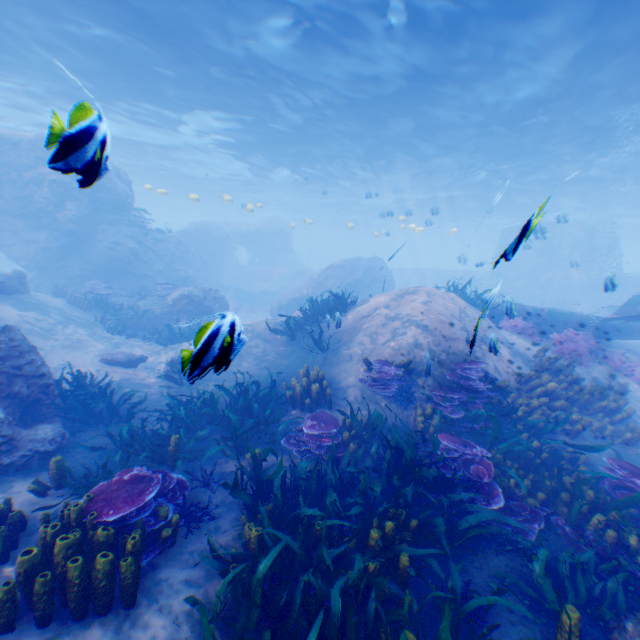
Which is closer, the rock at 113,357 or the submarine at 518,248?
the rock at 113,357

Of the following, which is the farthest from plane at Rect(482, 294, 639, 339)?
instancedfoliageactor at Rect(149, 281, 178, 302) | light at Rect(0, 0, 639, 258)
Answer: light at Rect(0, 0, 639, 258)

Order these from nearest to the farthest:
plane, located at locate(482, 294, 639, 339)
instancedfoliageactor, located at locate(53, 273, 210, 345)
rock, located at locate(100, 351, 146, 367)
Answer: rock, located at locate(100, 351, 146, 367) < plane, located at locate(482, 294, 639, 339) < instancedfoliageactor, located at locate(53, 273, 210, 345)

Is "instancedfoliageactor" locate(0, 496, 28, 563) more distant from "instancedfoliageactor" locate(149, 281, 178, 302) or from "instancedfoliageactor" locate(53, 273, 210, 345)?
"instancedfoliageactor" locate(53, 273, 210, 345)

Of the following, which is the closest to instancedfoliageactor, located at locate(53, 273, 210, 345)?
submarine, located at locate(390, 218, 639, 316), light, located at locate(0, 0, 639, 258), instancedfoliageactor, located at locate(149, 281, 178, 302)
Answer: instancedfoliageactor, located at locate(149, 281, 178, 302)

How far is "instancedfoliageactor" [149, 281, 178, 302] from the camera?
16.39m

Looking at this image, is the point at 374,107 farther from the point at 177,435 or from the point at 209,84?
the point at 177,435

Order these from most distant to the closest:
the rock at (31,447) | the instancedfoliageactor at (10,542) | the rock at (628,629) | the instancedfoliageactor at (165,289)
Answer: the instancedfoliageactor at (165,289)
the rock at (31,447)
the instancedfoliageactor at (10,542)
the rock at (628,629)
